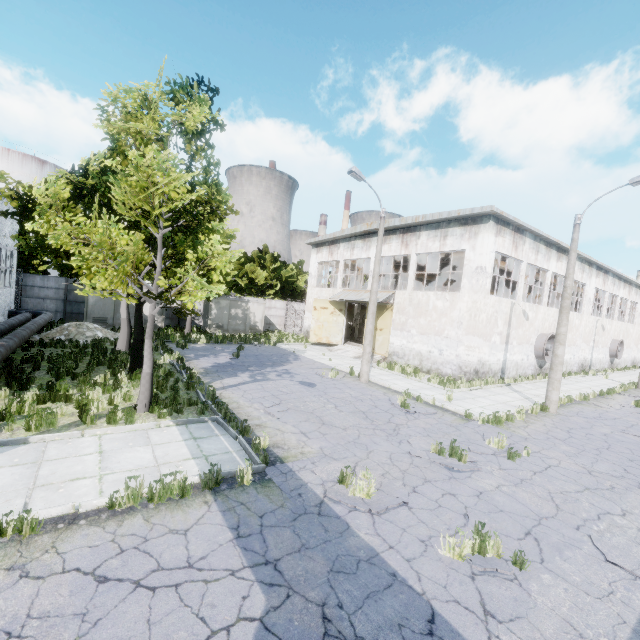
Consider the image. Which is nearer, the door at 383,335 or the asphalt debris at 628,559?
the asphalt debris at 628,559

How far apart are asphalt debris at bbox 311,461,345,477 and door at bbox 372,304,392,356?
16.8 meters

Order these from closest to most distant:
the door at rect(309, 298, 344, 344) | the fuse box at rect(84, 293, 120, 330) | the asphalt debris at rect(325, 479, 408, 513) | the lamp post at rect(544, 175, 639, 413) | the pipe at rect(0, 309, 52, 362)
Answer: the asphalt debris at rect(325, 479, 408, 513), the pipe at rect(0, 309, 52, 362), the lamp post at rect(544, 175, 639, 413), the fuse box at rect(84, 293, 120, 330), the door at rect(309, 298, 344, 344)

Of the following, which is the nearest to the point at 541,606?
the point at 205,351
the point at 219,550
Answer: the point at 219,550

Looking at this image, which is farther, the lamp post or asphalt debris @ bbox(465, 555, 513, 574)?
the lamp post

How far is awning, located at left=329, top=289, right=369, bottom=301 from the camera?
24.60m

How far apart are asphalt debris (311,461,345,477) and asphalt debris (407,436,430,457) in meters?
1.4 m

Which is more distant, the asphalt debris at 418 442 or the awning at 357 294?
the awning at 357 294
